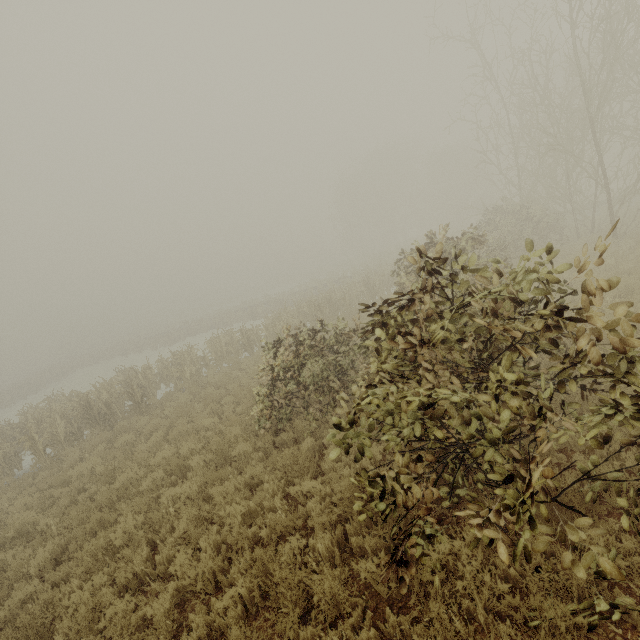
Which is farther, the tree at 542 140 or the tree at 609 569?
the tree at 542 140

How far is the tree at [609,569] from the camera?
2.2m

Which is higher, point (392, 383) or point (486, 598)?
point (392, 383)

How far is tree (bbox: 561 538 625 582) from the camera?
2.2 meters

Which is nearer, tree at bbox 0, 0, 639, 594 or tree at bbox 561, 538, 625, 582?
tree at bbox 561, 538, 625, 582
